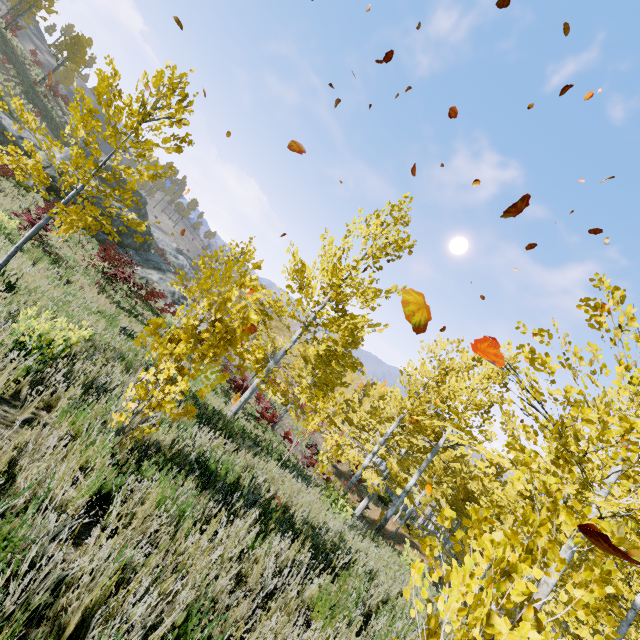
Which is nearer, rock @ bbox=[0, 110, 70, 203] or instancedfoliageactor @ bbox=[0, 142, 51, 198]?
instancedfoliageactor @ bbox=[0, 142, 51, 198]

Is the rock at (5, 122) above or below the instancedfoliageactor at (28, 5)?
below

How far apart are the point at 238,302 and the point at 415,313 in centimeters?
261cm

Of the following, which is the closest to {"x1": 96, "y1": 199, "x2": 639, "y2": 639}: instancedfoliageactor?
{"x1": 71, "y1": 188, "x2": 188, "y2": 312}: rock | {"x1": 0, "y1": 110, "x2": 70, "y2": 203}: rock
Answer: {"x1": 71, "y1": 188, "x2": 188, "y2": 312}: rock

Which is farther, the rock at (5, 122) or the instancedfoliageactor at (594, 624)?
the rock at (5, 122)

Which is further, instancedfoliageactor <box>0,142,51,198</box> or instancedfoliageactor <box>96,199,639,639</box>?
instancedfoliageactor <box>0,142,51,198</box>

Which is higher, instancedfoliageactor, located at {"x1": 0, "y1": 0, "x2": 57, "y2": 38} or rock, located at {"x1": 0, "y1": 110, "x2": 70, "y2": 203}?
instancedfoliageactor, located at {"x1": 0, "y1": 0, "x2": 57, "y2": 38}
